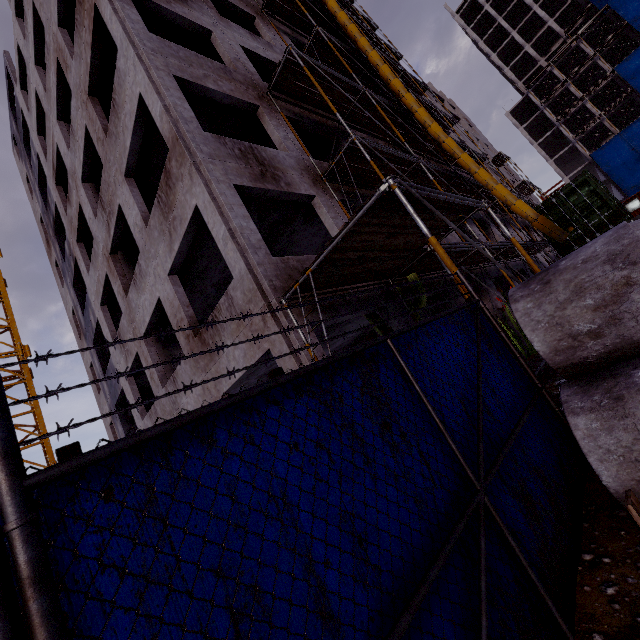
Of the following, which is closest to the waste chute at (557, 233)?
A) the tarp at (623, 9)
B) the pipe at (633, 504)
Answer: the pipe at (633, 504)

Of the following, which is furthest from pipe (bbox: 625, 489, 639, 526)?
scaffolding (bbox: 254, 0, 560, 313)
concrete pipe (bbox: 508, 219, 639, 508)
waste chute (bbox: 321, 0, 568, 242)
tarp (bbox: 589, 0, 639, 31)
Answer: tarp (bbox: 589, 0, 639, 31)

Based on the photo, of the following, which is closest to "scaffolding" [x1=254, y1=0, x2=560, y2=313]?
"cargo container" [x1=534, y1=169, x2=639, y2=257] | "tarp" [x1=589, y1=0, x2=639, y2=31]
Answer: "cargo container" [x1=534, y1=169, x2=639, y2=257]

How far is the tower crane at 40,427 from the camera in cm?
1175

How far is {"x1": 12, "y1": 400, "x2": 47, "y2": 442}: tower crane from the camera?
11.7 meters

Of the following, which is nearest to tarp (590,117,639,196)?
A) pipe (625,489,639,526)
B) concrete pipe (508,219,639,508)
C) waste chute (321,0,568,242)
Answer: waste chute (321,0,568,242)

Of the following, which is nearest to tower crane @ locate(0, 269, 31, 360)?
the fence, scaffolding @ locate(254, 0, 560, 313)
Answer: the fence

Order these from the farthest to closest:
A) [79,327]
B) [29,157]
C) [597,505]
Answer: [29,157], [79,327], [597,505]
